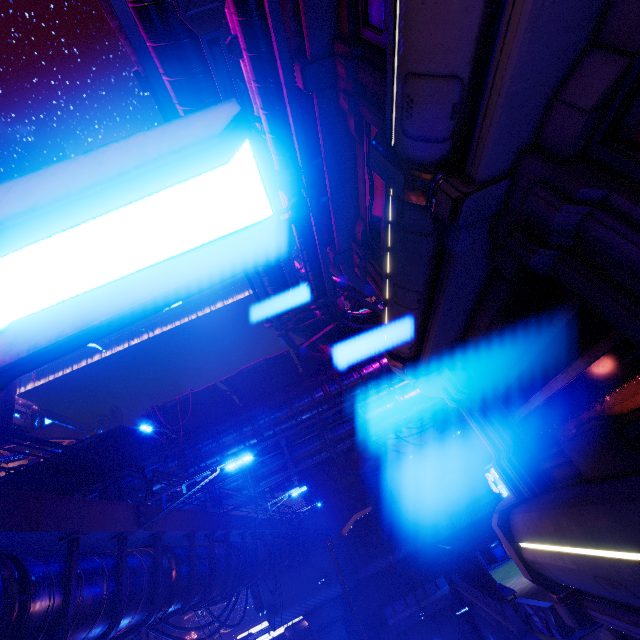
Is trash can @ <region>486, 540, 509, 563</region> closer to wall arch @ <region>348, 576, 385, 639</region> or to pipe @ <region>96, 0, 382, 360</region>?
wall arch @ <region>348, 576, 385, 639</region>

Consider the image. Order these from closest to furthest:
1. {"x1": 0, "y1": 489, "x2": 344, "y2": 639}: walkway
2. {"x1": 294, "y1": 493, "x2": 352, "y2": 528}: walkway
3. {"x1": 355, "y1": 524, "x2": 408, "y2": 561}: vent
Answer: {"x1": 0, "y1": 489, "x2": 344, "y2": 639}: walkway < {"x1": 355, "y1": 524, "x2": 408, "y2": 561}: vent < {"x1": 294, "y1": 493, "x2": 352, "y2": 528}: walkway

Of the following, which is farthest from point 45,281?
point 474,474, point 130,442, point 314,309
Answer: point 474,474

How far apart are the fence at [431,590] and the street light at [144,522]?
23.02m

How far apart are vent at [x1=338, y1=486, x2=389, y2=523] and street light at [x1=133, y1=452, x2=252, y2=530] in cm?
2225

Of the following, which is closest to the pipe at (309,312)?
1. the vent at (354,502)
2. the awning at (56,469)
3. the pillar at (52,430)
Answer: the awning at (56,469)

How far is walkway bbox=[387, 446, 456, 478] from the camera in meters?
27.7 m

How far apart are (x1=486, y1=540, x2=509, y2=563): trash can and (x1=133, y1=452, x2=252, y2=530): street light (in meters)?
25.88
